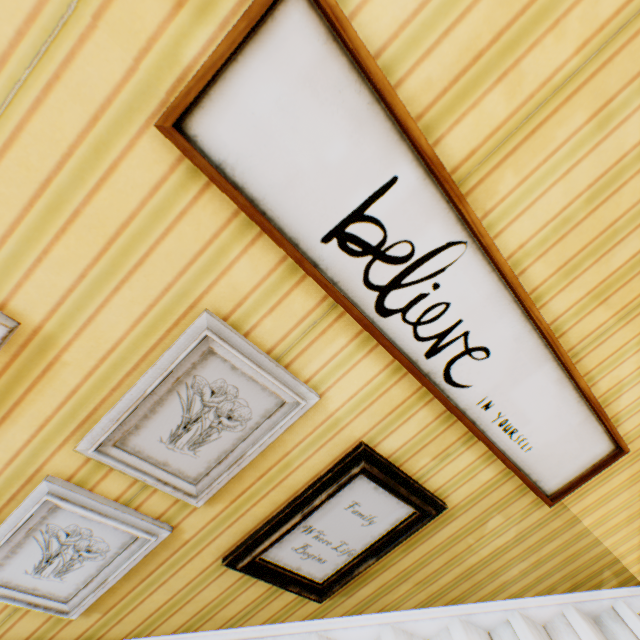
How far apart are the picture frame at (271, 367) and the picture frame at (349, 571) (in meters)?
0.25

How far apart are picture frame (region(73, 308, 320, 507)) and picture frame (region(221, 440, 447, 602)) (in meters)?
0.25

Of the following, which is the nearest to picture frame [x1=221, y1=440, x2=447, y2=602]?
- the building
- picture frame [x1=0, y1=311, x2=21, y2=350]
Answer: the building

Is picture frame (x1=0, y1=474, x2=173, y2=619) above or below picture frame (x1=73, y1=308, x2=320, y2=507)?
below

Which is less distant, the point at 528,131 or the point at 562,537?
the point at 528,131

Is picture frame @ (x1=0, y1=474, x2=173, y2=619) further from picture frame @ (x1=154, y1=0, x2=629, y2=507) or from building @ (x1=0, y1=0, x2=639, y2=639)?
picture frame @ (x1=154, y1=0, x2=629, y2=507)

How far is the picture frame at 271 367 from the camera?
0.9 meters

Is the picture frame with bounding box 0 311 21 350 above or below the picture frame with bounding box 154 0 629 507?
below
